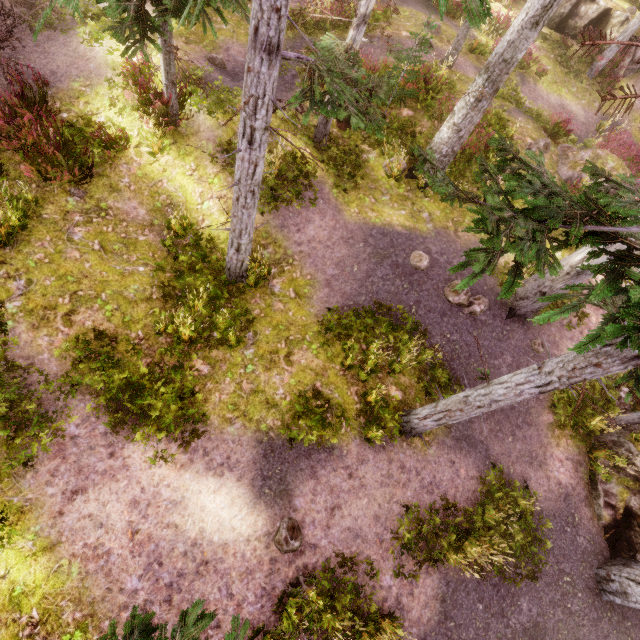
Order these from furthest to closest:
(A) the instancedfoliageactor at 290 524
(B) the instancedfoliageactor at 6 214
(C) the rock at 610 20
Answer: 1. (C) the rock at 610 20
2. (B) the instancedfoliageactor at 6 214
3. (A) the instancedfoliageactor at 290 524

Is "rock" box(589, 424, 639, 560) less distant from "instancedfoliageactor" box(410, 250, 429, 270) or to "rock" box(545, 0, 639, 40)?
"instancedfoliageactor" box(410, 250, 429, 270)

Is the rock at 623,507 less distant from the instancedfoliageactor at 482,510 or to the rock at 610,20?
the instancedfoliageactor at 482,510

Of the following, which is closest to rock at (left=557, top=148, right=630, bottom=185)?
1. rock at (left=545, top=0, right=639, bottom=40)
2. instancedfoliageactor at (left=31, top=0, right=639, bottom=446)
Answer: instancedfoliageactor at (left=31, top=0, right=639, bottom=446)

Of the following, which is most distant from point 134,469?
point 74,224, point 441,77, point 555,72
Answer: point 555,72

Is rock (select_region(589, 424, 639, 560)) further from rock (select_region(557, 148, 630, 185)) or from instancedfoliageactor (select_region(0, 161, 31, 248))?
rock (select_region(557, 148, 630, 185))

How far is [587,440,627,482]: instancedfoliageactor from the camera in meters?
8.7 m
